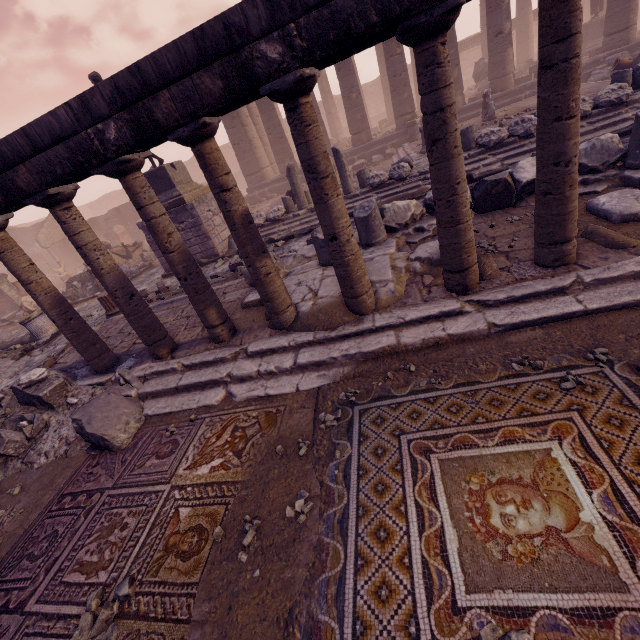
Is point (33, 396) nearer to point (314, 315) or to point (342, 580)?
point (314, 315)

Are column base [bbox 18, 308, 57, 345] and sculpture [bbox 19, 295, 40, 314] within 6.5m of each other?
yes

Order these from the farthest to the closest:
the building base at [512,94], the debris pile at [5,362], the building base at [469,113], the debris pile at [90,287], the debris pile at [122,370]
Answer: the building base at [469,113]
the building base at [512,94]
the debris pile at [90,287]
the debris pile at [5,362]
the debris pile at [122,370]

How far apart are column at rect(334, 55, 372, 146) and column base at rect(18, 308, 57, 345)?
15.6 meters

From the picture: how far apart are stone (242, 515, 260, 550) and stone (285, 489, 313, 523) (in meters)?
0.25

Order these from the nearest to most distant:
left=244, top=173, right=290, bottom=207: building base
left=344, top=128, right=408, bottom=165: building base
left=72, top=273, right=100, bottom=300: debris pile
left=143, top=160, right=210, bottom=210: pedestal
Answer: left=143, top=160, right=210, bottom=210: pedestal
left=72, top=273, right=100, bottom=300: debris pile
left=344, top=128, right=408, bottom=165: building base
left=244, top=173, right=290, bottom=207: building base

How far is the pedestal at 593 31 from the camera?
16.7 meters

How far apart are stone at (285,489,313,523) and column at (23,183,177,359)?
3.4 meters
